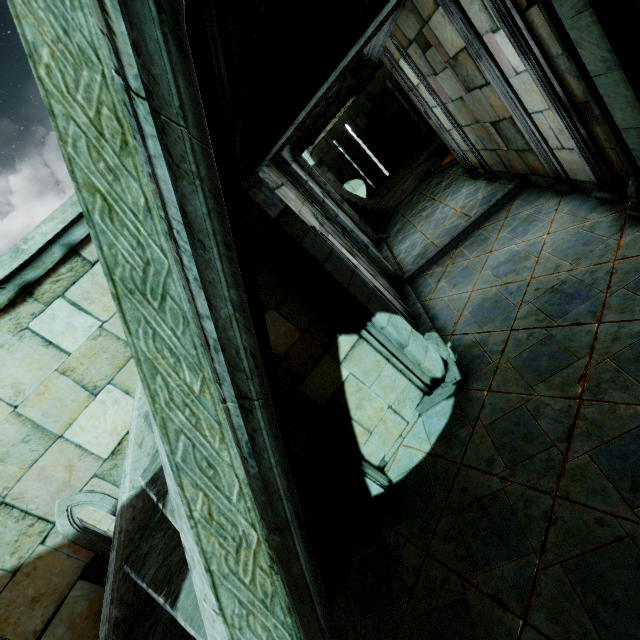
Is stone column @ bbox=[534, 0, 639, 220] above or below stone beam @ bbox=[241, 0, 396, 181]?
below

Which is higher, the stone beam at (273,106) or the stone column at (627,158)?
the stone beam at (273,106)

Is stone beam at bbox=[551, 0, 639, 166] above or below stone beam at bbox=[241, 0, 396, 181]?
below

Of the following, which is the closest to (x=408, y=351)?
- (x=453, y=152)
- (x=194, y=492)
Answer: (x=194, y=492)

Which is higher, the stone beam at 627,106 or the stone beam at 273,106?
the stone beam at 273,106
